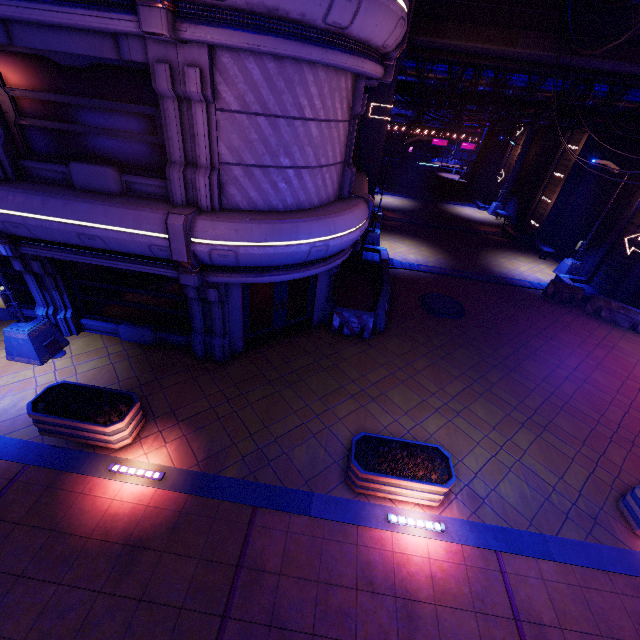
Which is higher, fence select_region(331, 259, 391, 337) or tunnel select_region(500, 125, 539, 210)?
tunnel select_region(500, 125, 539, 210)

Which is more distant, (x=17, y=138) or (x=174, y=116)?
(x=17, y=138)

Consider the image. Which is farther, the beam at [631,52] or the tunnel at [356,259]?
the tunnel at [356,259]

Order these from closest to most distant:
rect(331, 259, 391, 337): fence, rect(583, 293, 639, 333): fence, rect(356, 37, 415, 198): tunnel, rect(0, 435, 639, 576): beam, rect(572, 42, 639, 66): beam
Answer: rect(0, 435, 639, 576): beam → rect(572, 42, 639, 66): beam → rect(331, 259, 391, 337): fence → rect(356, 37, 415, 198): tunnel → rect(583, 293, 639, 333): fence

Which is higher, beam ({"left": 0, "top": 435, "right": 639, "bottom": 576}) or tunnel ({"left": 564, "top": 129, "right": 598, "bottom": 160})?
tunnel ({"left": 564, "top": 129, "right": 598, "bottom": 160})

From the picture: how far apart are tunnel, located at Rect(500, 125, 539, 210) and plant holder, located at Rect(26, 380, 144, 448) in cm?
3326

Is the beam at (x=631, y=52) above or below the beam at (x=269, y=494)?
above

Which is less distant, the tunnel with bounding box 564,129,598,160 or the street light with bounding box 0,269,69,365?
the street light with bounding box 0,269,69,365
